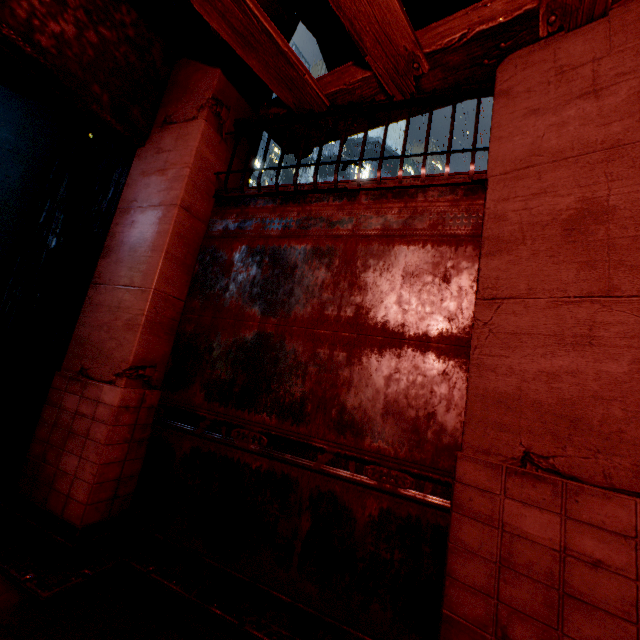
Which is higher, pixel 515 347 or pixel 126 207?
pixel 126 207
